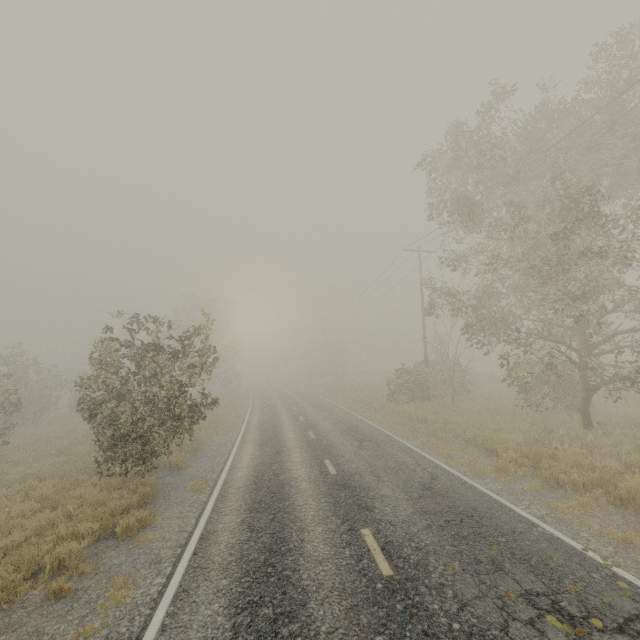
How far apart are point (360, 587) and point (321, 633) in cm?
100
